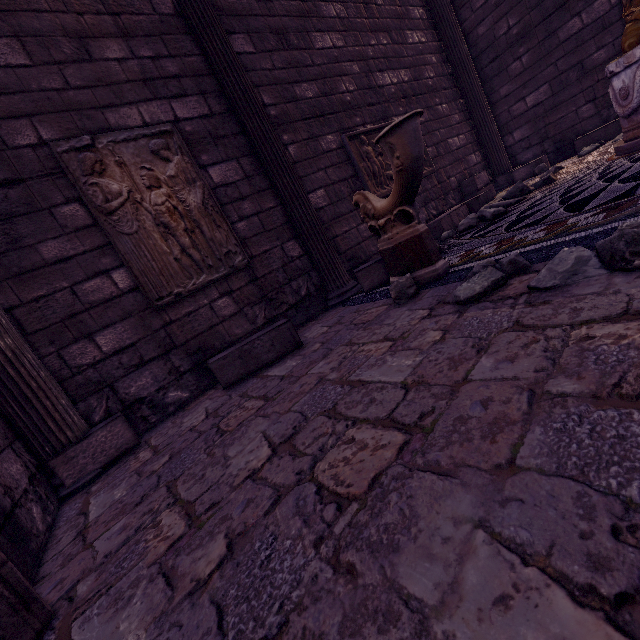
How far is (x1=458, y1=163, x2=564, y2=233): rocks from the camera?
3.83m

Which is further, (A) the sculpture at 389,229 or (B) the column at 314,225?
(B) the column at 314,225

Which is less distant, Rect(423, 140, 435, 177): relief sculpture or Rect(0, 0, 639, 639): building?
Rect(0, 0, 639, 639): building

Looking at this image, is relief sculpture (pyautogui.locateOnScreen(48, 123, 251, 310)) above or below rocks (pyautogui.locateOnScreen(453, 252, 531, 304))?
above

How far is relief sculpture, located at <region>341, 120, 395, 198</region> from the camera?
4.93m

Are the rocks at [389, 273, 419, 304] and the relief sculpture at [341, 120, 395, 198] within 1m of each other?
no

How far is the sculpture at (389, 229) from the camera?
2.43m

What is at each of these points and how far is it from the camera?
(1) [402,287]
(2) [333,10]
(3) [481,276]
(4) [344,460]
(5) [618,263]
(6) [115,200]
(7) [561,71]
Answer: (1) rocks, 2.8 meters
(2) building, 5.1 meters
(3) rocks, 2.1 meters
(4) building, 1.2 meters
(5) rocks, 1.5 meters
(6) relief sculpture, 3.0 meters
(7) building, 5.9 meters
